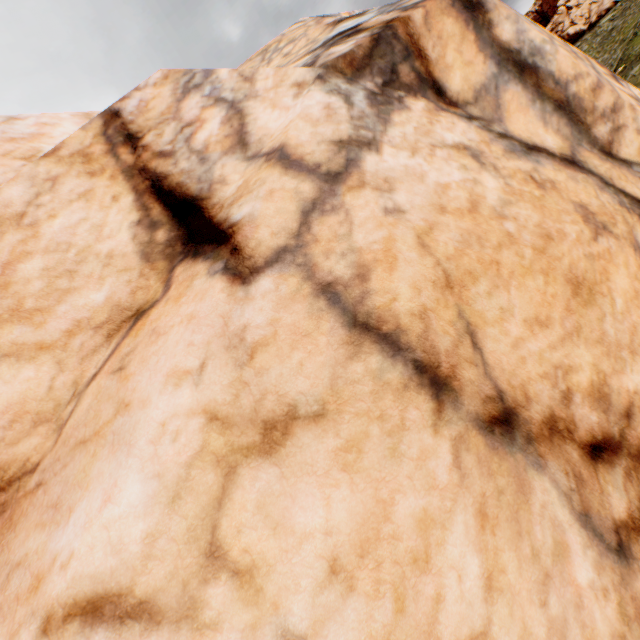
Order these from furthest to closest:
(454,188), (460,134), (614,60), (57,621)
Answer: (614,60) < (460,134) < (454,188) < (57,621)
